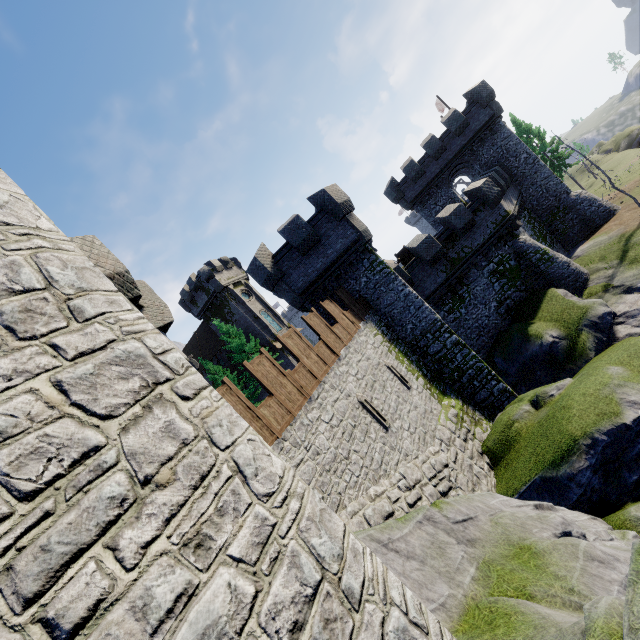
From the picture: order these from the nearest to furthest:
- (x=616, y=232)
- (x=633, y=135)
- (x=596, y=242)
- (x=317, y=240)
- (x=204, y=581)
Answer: (x=204, y=581)
(x=317, y=240)
(x=616, y=232)
(x=596, y=242)
(x=633, y=135)

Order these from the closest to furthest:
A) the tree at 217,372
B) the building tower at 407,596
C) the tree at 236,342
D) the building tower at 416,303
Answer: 1. the building tower at 407,596
2. the building tower at 416,303
3. the tree at 236,342
4. the tree at 217,372

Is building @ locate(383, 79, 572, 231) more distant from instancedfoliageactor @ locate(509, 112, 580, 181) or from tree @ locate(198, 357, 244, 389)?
tree @ locate(198, 357, 244, 389)

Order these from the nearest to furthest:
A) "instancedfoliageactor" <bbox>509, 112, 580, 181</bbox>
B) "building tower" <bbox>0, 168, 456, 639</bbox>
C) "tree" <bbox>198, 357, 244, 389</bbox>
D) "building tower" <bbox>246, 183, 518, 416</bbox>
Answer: "building tower" <bbox>0, 168, 456, 639</bbox> → "building tower" <bbox>246, 183, 518, 416</bbox> → "tree" <bbox>198, 357, 244, 389</bbox> → "instancedfoliageactor" <bbox>509, 112, 580, 181</bbox>

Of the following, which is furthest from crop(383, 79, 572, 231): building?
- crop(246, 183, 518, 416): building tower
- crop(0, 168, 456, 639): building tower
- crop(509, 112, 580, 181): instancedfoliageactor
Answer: crop(0, 168, 456, 639): building tower

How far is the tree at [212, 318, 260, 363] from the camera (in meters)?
35.31

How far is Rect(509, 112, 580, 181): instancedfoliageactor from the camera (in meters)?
39.94

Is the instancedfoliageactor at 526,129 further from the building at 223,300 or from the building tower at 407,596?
the building tower at 407,596
